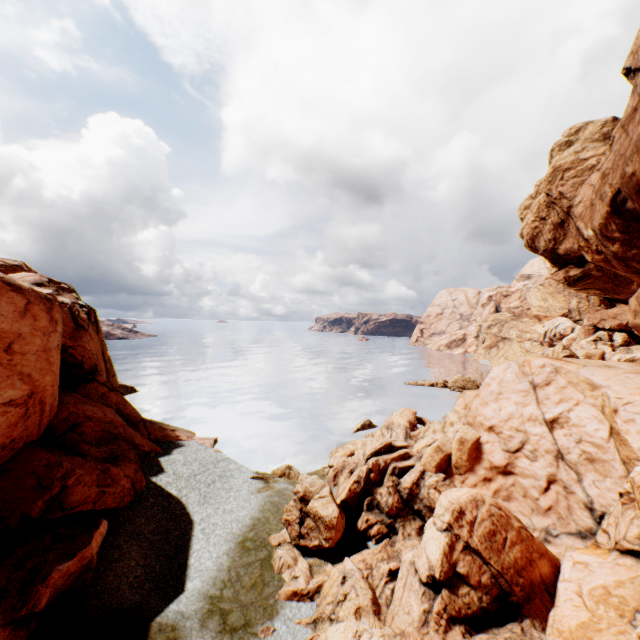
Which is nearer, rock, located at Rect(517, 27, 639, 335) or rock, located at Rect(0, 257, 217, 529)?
rock, located at Rect(517, 27, 639, 335)

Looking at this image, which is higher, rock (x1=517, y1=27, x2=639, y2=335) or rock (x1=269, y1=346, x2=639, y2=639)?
rock (x1=517, y1=27, x2=639, y2=335)

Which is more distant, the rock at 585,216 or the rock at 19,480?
the rock at 19,480

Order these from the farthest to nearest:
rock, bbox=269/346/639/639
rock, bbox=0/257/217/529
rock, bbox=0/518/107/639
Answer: rock, bbox=0/257/217/529, rock, bbox=269/346/639/639, rock, bbox=0/518/107/639

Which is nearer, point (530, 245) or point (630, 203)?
point (630, 203)

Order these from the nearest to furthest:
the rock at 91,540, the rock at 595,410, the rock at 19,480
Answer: the rock at 91,540 < the rock at 595,410 < the rock at 19,480
